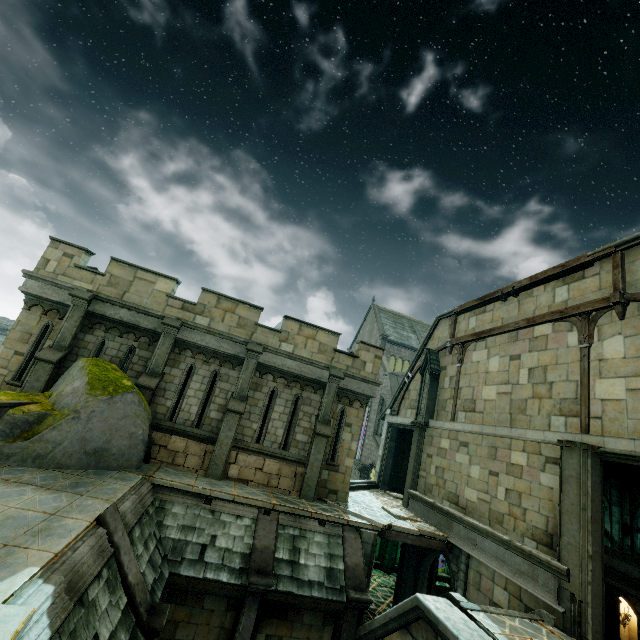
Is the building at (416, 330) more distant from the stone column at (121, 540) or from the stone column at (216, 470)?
the stone column at (121, 540)

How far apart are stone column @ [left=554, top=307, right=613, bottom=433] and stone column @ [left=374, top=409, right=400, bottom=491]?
A: 11.0 meters

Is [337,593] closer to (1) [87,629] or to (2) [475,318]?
(1) [87,629]

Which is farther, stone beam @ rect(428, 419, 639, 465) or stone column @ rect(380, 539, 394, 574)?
stone column @ rect(380, 539, 394, 574)

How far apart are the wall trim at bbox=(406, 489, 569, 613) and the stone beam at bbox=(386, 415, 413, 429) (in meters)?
2.87

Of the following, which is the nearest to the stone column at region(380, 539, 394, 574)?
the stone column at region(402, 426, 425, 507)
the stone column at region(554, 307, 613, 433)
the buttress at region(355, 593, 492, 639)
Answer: the stone column at region(402, 426, 425, 507)

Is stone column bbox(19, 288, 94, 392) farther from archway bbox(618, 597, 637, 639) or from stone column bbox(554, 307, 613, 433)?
archway bbox(618, 597, 637, 639)

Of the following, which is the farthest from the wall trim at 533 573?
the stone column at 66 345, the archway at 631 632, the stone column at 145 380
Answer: the stone column at 66 345
